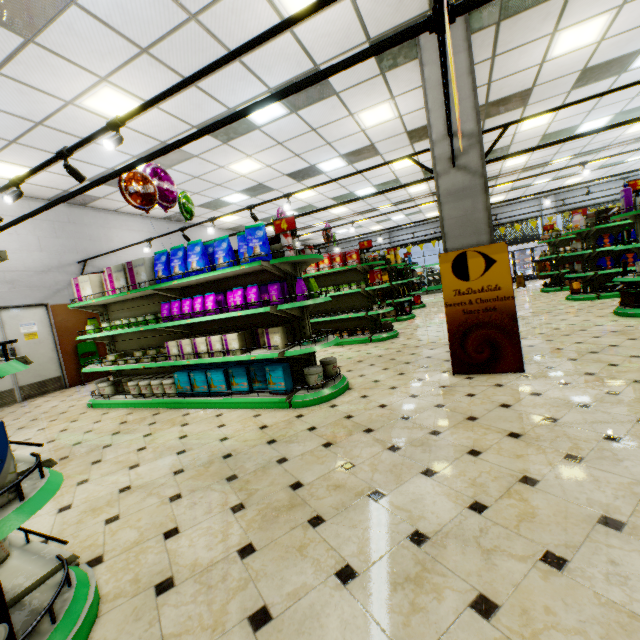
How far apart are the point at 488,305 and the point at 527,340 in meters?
2.0 m

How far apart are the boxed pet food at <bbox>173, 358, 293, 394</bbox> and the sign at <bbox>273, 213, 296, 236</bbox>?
1.8 meters

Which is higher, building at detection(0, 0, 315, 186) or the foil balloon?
building at detection(0, 0, 315, 186)

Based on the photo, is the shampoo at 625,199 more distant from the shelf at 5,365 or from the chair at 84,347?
the chair at 84,347

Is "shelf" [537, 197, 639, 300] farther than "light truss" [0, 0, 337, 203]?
Yes

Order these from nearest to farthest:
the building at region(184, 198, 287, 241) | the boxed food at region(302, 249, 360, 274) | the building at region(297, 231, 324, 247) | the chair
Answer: the boxed food at region(302, 249, 360, 274), the chair, the building at region(184, 198, 287, 241), the building at region(297, 231, 324, 247)

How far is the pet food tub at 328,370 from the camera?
4.26m

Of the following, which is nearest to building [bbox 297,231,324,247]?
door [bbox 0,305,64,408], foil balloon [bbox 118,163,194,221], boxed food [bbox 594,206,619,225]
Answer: door [bbox 0,305,64,408]
